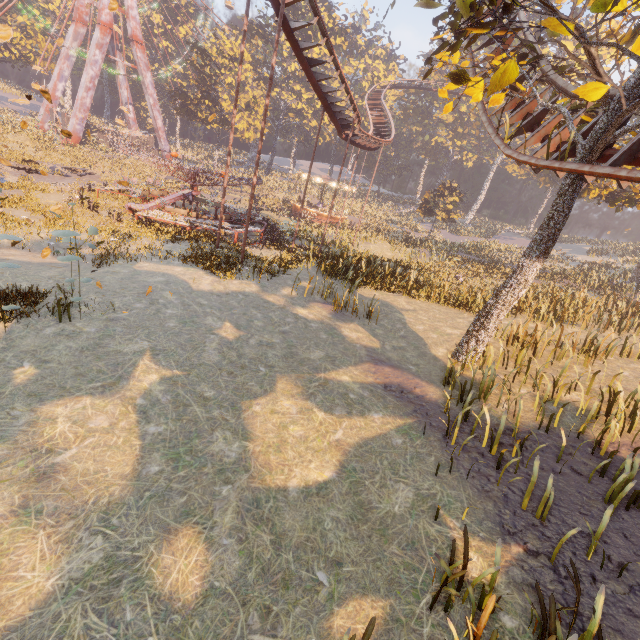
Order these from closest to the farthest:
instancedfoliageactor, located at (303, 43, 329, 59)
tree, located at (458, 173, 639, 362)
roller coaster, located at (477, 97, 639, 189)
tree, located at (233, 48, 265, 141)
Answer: roller coaster, located at (477, 97, 639, 189)
tree, located at (458, 173, 639, 362)
tree, located at (233, 48, 265, 141)
instancedfoliageactor, located at (303, 43, 329, 59)

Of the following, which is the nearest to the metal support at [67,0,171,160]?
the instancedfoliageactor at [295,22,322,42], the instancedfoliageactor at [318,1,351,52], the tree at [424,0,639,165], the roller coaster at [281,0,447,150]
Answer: the instancedfoliageactor at [318,1,351,52]

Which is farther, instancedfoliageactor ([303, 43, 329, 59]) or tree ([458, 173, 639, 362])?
instancedfoliageactor ([303, 43, 329, 59])

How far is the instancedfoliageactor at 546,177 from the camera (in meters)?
44.78

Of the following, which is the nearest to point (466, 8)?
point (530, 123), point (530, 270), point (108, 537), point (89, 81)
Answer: point (530, 123)

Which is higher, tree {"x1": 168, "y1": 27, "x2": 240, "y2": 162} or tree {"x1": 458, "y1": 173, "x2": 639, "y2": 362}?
tree {"x1": 168, "y1": 27, "x2": 240, "y2": 162}

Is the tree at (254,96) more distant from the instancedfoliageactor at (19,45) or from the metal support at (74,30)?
the instancedfoliageactor at (19,45)

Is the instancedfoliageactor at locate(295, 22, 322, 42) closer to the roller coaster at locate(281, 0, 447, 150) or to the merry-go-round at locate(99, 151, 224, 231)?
the roller coaster at locate(281, 0, 447, 150)
